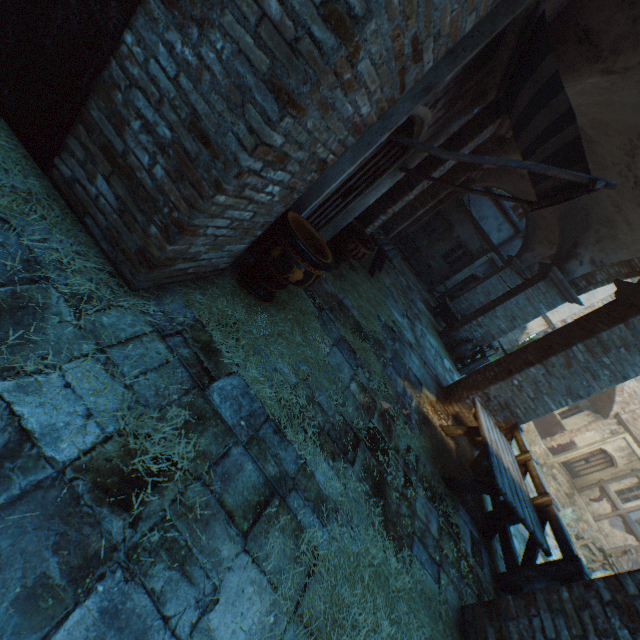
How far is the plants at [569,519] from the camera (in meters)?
14.32

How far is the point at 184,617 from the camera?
1.4 meters

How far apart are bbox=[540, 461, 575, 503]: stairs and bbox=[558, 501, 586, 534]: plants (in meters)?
1.88

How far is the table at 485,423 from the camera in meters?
3.9 m

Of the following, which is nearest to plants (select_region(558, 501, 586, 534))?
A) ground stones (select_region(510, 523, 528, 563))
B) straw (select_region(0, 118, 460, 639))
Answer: ground stones (select_region(510, 523, 528, 563))

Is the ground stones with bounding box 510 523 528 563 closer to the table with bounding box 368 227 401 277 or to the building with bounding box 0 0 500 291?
the building with bounding box 0 0 500 291

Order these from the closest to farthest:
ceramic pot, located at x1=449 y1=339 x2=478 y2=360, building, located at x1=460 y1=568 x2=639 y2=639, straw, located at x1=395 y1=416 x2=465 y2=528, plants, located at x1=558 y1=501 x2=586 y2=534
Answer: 1. building, located at x1=460 y1=568 x2=639 y2=639
2. straw, located at x1=395 y1=416 x2=465 y2=528
3. ceramic pot, located at x1=449 y1=339 x2=478 y2=360
4. plants, located at x1=558 y1=501 x2=586 y2=534

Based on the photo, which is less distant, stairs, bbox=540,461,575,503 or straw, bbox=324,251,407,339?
straw, bbox=324,251,407,339
